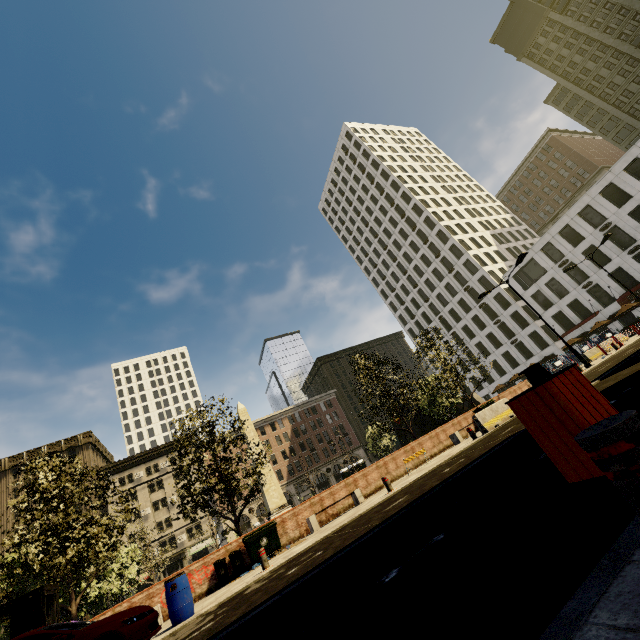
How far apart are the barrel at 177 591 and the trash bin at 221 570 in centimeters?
335cm

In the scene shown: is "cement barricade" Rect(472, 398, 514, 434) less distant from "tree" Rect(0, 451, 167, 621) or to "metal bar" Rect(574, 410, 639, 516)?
"tree" Rect(0, 451, 167, 621)

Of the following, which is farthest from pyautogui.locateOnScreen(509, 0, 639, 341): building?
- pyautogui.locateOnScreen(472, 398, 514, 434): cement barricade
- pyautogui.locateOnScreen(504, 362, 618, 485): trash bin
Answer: pyautogui.locateOnScreen(472, 398, 514, 434): cement barricade

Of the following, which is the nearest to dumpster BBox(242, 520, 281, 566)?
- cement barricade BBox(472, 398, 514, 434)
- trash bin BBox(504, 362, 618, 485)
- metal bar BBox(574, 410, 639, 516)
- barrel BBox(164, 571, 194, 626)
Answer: barrel BBox(164, 571, 194, 626)

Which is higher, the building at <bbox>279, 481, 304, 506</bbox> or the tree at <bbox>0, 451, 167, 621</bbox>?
the building at <bbox>279, 481, 304, 506</bbox>

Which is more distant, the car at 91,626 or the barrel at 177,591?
the barrel at 177,591

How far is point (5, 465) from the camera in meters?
→ 50.7 m

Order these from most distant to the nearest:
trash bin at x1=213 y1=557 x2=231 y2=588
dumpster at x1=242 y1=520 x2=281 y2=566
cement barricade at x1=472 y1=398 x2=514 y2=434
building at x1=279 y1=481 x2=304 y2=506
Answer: building at x1=279 y1=481 x2=304 y2=506
cement barricade at x1=472 y1=398 x2=514 y2=434
dumpster at x1=242 y1=520 x2=281 y2=566
trash bin at x1=213 y1=557 x2=231 y2=588
